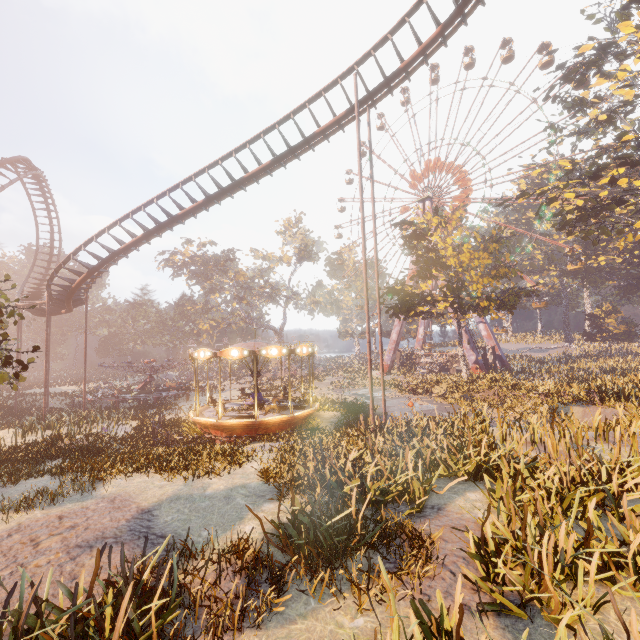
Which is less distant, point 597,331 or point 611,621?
point 611,621

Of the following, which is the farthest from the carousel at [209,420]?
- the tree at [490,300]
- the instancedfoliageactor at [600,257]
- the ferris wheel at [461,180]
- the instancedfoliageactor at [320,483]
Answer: the ferris wheel at [461,180]

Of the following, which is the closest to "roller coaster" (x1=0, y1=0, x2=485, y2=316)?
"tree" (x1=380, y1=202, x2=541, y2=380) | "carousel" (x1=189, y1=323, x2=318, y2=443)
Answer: "carousel" (x1=189, y1=323, x2=318, y2=443)

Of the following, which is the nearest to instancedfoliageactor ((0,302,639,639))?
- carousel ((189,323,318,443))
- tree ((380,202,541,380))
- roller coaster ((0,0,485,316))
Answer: carousel ((189,323,318,443))

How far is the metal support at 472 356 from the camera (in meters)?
40.41

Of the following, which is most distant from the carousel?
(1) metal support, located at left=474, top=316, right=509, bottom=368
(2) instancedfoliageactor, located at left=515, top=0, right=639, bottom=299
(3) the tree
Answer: (1) metal support, located at left=474, top=316, right=509, bottom=368

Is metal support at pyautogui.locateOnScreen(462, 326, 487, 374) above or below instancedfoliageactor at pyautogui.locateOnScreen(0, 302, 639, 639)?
above

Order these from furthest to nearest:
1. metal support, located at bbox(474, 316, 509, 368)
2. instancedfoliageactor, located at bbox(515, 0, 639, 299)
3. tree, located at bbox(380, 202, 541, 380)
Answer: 1. metal support, located at bbox(474, 316, 509, 368)
2. tree, located at bbox(380, 202, 541, 380)
3. instancedfoliageactor, located at bbox(515, 0, 639, 299)
